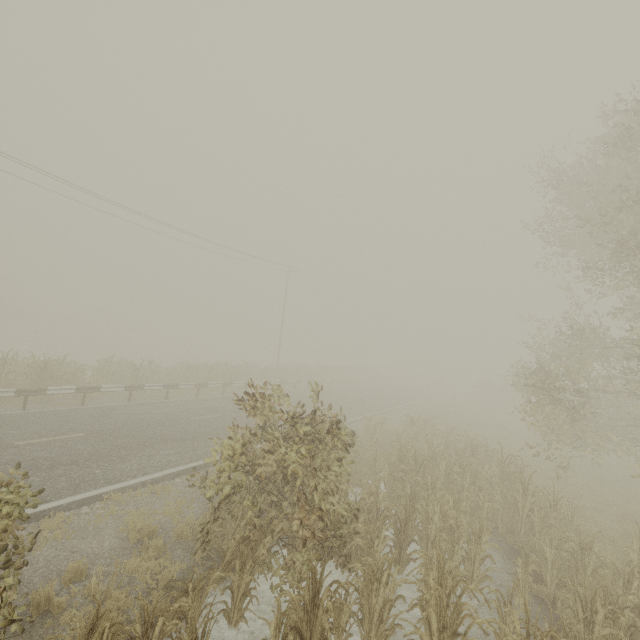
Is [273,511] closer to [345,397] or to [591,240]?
[591,240]
